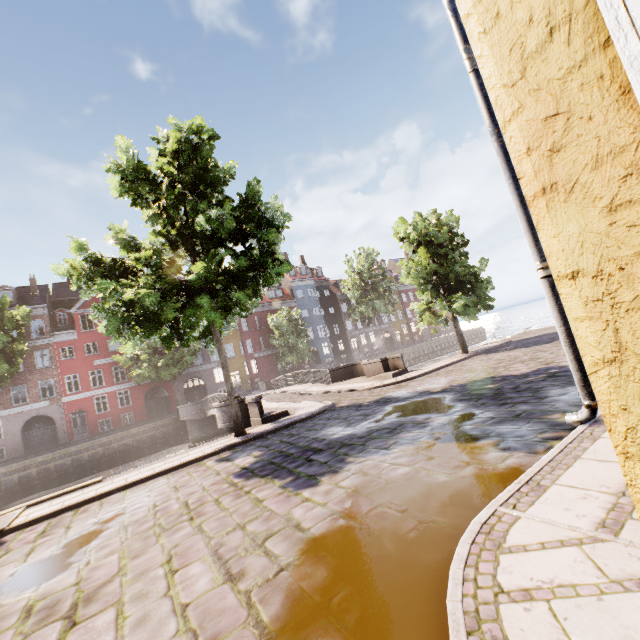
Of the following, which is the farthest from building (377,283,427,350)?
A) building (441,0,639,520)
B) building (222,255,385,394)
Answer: building (441,0,639,520)

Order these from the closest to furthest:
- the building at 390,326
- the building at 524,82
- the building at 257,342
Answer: the building at 524,82 → the building at 257,342 → the building at 390,326

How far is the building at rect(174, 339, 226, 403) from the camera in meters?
36.8 m

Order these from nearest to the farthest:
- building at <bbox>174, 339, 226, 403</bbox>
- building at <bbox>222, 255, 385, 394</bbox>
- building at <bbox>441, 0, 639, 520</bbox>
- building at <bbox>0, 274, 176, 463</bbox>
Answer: building at <bbox>441, 0, 639, 520</bbox>, building at <bbox>0, 274, 176, 463</bbox>, building at <bbox>174, 339, 226, 403</bbox>, building at <bbox>222, 255, 385, 394</bbox>

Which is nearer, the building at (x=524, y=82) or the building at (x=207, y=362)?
the building at (x=524, y=82)

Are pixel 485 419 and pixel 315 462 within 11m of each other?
yes

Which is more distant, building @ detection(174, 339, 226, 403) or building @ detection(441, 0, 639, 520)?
building @ detection(174, 339, 226, 403)
